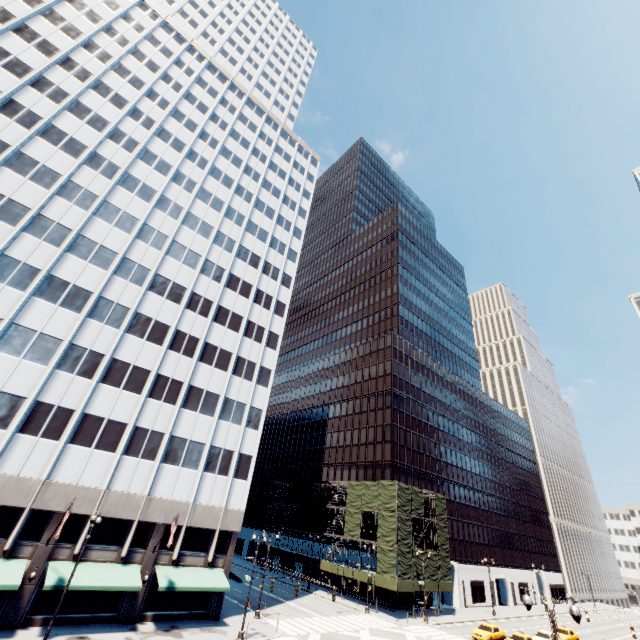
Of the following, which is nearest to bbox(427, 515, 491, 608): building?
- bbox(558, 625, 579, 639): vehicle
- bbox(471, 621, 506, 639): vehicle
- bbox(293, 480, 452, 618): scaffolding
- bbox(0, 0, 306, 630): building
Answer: bbox(293, 480, 452, 618): scaffolding

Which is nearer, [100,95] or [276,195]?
[100,95]

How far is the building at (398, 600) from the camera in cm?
4503

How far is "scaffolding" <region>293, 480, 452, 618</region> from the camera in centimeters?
4391cm

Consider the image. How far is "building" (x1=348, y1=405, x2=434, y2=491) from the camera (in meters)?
55.22

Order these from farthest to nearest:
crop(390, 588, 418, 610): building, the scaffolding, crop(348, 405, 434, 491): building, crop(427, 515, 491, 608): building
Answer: crop(348, 405, 434, 491): building < crop(427, 515, 491, 608): building < crop(390, 588, 418, 610): building < the scaffolding
